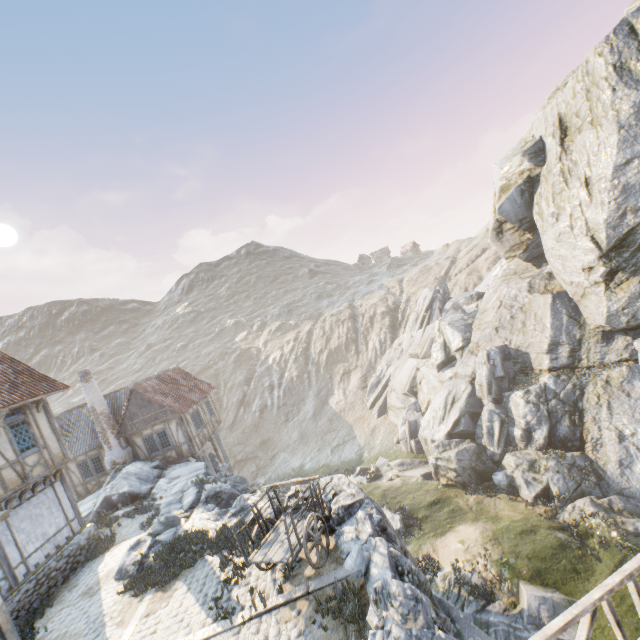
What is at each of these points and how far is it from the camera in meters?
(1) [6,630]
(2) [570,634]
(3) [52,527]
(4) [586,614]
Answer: (1) wooden structure, 8.7
(2) rock, 10.5
(3) building, 12.8
(4) wooden fence, 4.0

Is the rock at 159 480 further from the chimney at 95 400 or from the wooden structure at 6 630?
the wooden structure at 6 630

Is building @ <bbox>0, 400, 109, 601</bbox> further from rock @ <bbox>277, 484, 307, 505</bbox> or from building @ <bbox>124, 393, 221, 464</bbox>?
building @ <bbox>124, 393, 221, 464</bbox>

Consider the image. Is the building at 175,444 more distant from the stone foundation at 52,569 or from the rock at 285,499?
the stone foundation at 52,569

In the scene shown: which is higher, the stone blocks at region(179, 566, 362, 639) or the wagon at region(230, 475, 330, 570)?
the wagon at region(230, 475, 330, 570)

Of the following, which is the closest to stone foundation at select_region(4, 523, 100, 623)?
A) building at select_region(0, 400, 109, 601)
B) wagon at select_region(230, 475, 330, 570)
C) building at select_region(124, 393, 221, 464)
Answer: building at select_region(0, 400, 109, 601)

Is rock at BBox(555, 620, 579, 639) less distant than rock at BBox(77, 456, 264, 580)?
Yes

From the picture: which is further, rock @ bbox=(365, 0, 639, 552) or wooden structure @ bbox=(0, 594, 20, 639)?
rock @ bbox=(365, 0, 639, 552)
